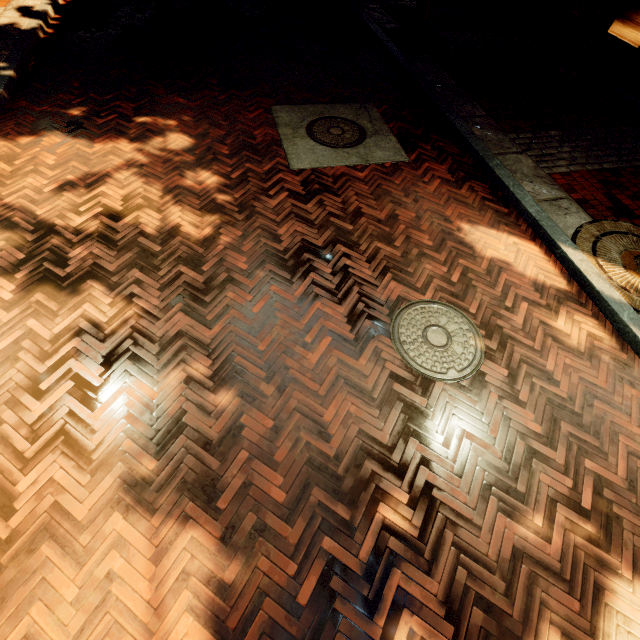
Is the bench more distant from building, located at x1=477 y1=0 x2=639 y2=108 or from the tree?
the tree

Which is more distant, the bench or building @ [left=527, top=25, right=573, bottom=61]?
building @ [left=527, top=25, right=573, bottom=61]

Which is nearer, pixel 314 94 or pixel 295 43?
pixel 314 94

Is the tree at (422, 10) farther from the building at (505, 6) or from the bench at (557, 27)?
the bench at (557, 27)

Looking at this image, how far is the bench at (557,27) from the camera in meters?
7.4

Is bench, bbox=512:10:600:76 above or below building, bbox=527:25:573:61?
above

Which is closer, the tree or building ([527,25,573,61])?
the tree

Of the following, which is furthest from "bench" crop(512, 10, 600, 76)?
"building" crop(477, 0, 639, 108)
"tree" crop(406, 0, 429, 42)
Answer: "tree" crop(406, 0, 429, 42)
